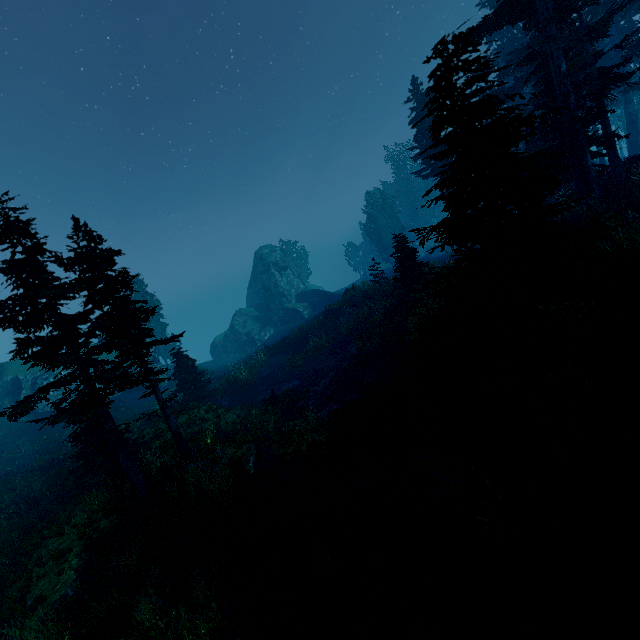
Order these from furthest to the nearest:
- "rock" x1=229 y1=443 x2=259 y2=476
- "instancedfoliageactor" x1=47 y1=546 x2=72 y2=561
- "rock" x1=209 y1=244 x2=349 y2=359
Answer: "rock" x1=209 y1=244 x2=349 y2=359 → "rock" x1=229 y1=443 x2=259 y2=476 → "instancedfoliageactor" x1=47 y1=546 x2=72 y2=561

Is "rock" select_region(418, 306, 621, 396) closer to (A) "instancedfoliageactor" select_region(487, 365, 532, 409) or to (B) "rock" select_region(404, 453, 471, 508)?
(A) "instancedfoliageactor" select_region(487, 365, 532, 409)

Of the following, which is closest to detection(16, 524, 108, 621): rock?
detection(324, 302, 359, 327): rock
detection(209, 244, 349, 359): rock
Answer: detection(324, 302, 359, 327): rock

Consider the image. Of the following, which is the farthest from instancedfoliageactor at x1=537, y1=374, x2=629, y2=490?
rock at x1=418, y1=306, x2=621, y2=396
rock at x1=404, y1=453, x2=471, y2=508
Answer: rock at x1=404, y1=453, x2=471, y2=508

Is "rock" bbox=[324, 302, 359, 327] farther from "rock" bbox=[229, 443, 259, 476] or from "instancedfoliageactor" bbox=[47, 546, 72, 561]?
"rock" bbox=[229, 443, 259, 476]

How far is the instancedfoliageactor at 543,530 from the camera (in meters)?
5.87

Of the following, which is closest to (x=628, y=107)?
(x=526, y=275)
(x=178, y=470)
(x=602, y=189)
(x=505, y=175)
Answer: (x=602, y=189)

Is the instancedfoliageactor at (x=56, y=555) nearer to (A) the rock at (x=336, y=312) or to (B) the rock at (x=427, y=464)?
(A) the rock at (x=336, y=312)
